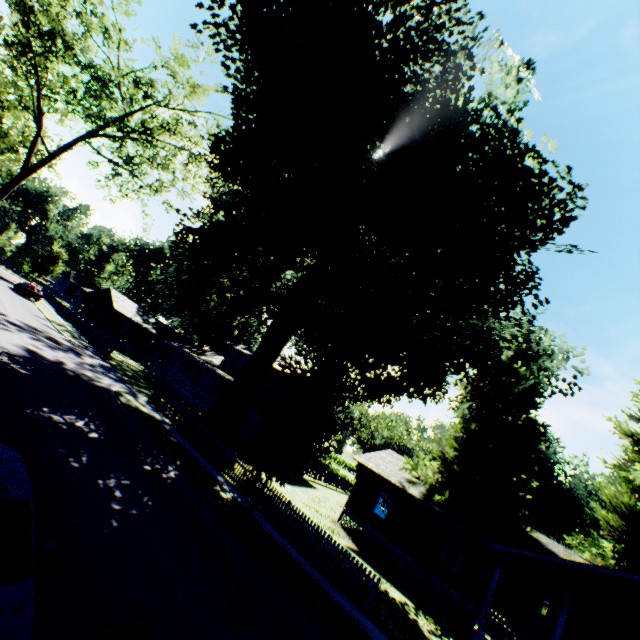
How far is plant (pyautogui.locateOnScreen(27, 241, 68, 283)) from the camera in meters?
48.4 m

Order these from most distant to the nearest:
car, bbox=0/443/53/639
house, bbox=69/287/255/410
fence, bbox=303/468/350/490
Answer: fence, bbox=303/468/350/490, house, bbox=69/287/255/410, car, bbox=0/443/53/639

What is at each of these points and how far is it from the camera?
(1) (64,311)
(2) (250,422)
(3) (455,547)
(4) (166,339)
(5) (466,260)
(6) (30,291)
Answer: (1) fence, 42.7m
(2) house, 33.5m
(3) plant, 19.7m
(4) house, 51.0m
(5) plant, 18.2m
(6) car, 38.8m

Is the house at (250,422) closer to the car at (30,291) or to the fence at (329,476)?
the fence at (329,476)

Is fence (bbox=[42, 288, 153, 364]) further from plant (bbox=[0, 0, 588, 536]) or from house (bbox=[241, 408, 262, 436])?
house (bbox=[241, 408, 262, 436])

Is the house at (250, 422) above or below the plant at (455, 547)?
below

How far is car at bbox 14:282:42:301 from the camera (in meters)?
38.62

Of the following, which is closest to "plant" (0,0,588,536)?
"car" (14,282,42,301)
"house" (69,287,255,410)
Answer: "house" (69,287,255,410)
